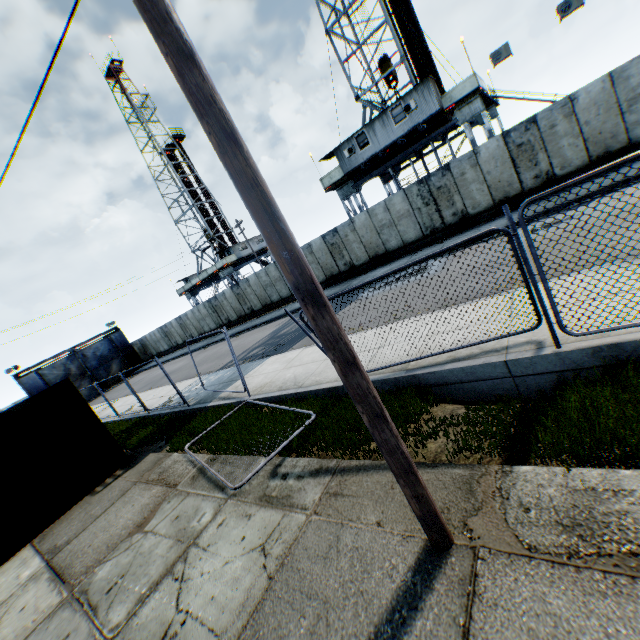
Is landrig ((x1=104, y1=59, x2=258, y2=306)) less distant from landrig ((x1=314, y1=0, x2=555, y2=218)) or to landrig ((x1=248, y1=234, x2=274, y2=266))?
landrig ((x1=248, y1=234, x2=274, y2=266))

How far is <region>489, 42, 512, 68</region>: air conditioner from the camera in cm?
1530

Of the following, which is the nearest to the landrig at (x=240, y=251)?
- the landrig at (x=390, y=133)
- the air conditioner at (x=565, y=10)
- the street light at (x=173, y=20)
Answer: the landrig at (x=390, y=133)

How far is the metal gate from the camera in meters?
33.9

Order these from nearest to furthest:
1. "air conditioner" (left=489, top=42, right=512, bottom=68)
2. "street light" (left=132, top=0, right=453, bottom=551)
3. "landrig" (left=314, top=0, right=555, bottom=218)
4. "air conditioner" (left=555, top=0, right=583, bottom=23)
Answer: "street light" (left=132, top=0, right=453, bottom=551) → "air conditioner" (left=555, top=0, right=583, bottom=23) → "air conditioner" (left=489, top=42, right=512, bottom=68) → "landrig" (left=314, top=0, right=555, bottom=218)

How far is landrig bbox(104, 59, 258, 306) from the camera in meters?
41.5 m

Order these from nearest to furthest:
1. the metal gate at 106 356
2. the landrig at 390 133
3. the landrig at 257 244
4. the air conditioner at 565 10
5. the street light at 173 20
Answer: the street light at 173 20 < the air conditioner at 565 10 < the landrig at 390 133 < the metal gate at 106 356 < the landrig at 257 244

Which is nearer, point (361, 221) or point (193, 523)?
point (193, 523)
